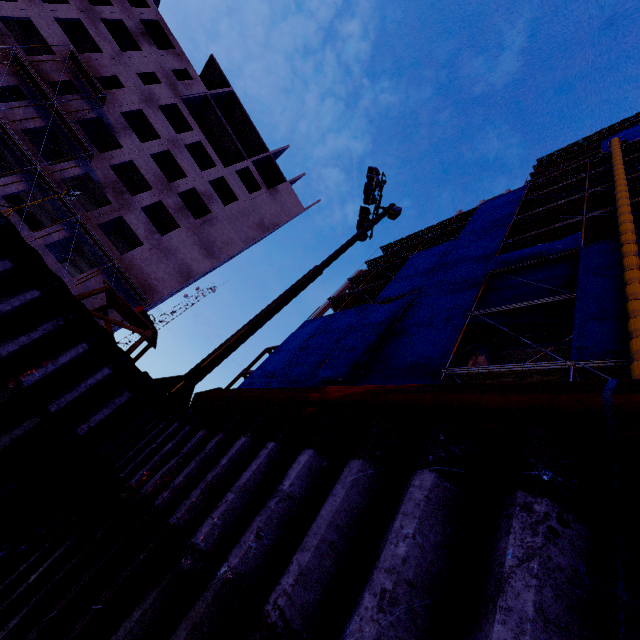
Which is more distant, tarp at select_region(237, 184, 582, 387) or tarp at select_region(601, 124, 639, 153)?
tarp at select_region(601, 124, 639, 153)

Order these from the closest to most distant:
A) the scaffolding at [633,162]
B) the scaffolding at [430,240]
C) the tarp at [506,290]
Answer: the tarp at [506,290]
the scaffolding at [633,162]
the scaffolding at [430,240]

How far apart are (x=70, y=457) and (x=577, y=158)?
58.4m

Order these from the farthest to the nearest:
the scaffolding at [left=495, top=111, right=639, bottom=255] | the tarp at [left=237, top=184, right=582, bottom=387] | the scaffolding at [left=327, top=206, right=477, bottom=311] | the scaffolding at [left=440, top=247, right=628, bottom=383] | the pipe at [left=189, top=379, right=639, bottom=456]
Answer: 1. the scaffolding at [left=327, top=206, right=477, bottom=311]
2. the scaffolding at [left=495, top=111, right=639, bottom=255]
3. the tarp at [left=237, top=184, right=582, bottom=387]
4. the scaffolding at [left=440, top=247, right=628, bottom=383]
5. the pipe at [left=189, top=379, right=639, bottom=456]

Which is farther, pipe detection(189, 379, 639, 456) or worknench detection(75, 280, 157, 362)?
worknench detection(75, 280, 157, 362)

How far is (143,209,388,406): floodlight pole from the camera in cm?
646

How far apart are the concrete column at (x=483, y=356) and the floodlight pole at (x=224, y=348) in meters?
7.0 m

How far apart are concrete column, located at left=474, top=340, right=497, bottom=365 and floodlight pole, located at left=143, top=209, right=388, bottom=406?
7.0m
